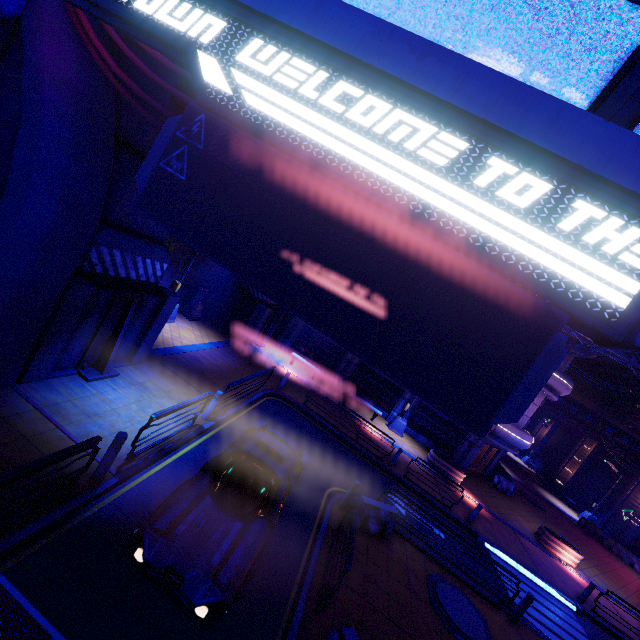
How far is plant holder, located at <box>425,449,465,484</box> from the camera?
18.9m

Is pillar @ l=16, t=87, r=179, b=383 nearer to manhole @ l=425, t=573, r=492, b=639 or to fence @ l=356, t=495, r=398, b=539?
fence @ l=356, t=495, r=398, b=539

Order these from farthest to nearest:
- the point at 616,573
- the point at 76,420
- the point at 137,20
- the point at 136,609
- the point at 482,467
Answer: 1. the point at 482,467
2. the point at 616,573
3. the point at 76,420
4. the point at 136,609
5. the point at 137,20

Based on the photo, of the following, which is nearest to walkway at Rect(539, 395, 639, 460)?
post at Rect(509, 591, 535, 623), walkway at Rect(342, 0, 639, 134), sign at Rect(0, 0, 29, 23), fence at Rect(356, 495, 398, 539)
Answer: walkway at Rect(342, 0, 639, 134)

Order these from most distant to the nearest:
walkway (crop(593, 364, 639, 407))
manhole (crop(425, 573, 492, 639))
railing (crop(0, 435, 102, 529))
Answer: walkway (crop(593, 364, 639, 407)) < manhole (crop(425, 573, 492, 639)) < railing (crop(0, 435, 102, 529))

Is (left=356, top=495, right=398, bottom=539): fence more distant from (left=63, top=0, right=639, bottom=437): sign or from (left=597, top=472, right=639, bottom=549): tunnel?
(left=597, top=472, right=639, bottom=549): tunnel

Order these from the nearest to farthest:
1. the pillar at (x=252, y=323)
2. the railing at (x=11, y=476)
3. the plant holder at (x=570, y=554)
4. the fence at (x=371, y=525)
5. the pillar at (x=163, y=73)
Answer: the railing at (x=11, y=476)
the pillar at (x=163, y=73)
the fence at (x=371, y=525)
the plant holder at (x=570, y=554)
the pillar at (x=252, y=323)

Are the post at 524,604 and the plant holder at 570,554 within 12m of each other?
yes
